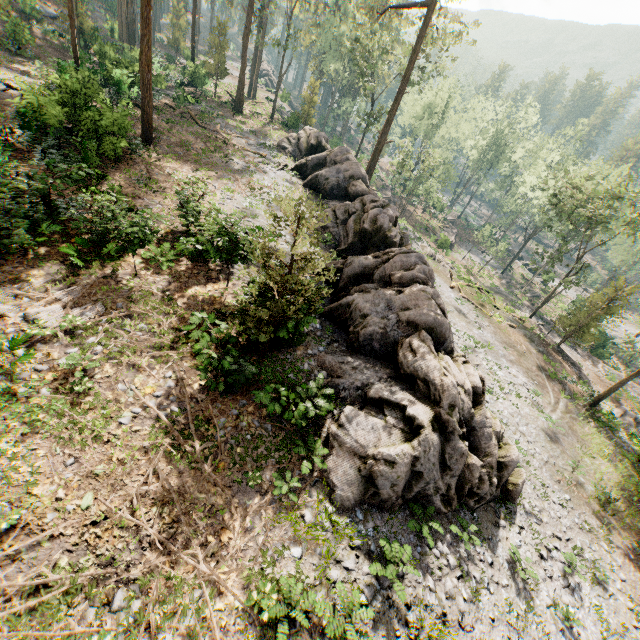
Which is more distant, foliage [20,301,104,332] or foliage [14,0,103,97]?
foliage [14,0,103,97]

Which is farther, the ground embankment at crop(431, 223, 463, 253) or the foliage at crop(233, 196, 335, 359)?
the ground embankment at crop(431, 223, 463, 253)

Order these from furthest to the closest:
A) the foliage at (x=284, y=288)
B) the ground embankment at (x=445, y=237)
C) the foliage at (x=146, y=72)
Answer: the ground embankment at (x=445, y=237) → the foliage at (x=146, y=72) → the foliage at (x=284, y=288)

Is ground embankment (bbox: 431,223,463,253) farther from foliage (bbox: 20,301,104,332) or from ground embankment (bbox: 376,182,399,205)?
ground embankment (bbox: 376,182,399,205)

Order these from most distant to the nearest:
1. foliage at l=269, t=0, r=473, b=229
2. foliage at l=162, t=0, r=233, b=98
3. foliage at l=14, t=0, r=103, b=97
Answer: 1. foliage at l=162, t=0, r=233, b=98
2. foliage at l=269, t=0, r=473, b=229
3. foliage at l=14, t=0, r=103, b=97

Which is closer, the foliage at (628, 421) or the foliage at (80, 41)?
the foliage at (80, 41)

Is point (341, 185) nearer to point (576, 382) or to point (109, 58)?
point (576, 382)

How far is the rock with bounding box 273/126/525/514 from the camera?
10.2m
